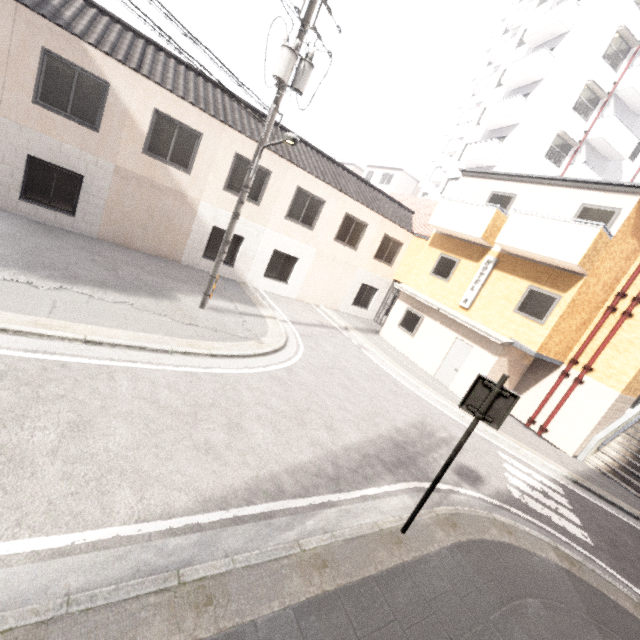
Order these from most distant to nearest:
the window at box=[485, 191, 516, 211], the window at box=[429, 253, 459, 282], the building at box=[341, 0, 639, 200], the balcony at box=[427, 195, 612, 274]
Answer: the building at box=[341, 0, 639, 200] → the window at box=[429, 253, 459, 282] → the window at box=[485, 191, 516, 211] → the balcony at box=[427, 195, 612, 274]

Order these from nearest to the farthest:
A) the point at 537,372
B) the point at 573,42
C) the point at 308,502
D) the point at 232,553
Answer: the point at 232,553, the point at 308,502, the point at 537,372, the point at 573,42

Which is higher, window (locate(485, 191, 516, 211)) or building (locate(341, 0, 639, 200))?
building (locate(341, 0, 639, 200))

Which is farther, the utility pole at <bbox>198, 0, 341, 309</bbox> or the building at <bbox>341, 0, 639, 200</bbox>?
the building at <bbox>341, 0, 639, 200</bbox>

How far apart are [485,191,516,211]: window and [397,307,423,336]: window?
5.04m

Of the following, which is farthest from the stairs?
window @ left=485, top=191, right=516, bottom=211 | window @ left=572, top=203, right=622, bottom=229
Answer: window @ left=485, top=191, right=516, bottom=211

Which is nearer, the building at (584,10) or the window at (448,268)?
the window at (448,268)

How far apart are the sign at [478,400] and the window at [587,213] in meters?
9.8 m
